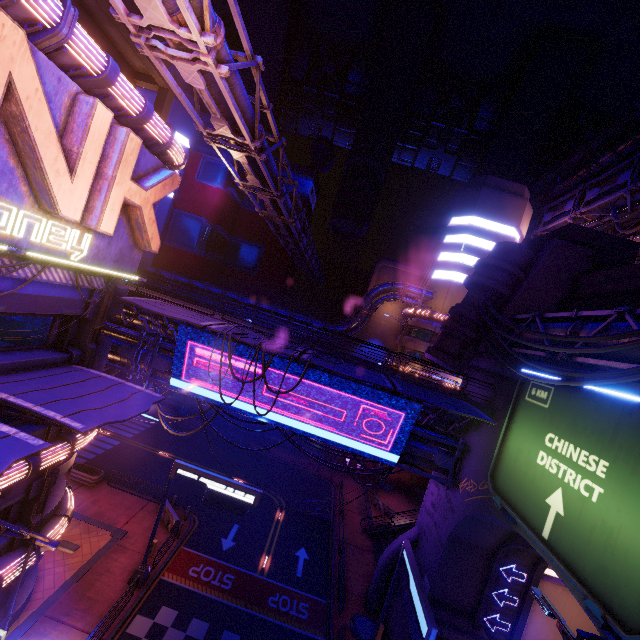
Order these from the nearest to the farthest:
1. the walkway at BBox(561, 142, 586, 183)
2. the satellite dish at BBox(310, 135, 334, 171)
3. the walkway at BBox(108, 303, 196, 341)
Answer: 1. the walkway at BBox(108, 303, 196, 341)
2. the walkway at BBox(561, 142, 586, 183)
3. the satellite dish at BBox(310, 135, 334, 171)

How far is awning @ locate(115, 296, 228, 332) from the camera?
13.69m

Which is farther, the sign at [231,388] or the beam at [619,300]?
the sign at [231,388]

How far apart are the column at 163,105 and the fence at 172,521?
24.31m

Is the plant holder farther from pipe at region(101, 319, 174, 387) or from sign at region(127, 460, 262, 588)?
pipe at region(101, 319, 174, 387)

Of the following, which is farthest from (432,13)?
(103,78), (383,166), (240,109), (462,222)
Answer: (103,78)

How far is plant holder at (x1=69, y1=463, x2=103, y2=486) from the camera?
24.3m

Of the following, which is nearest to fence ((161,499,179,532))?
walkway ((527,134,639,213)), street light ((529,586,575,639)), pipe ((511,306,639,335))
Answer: street light ((529,586,575,639))
